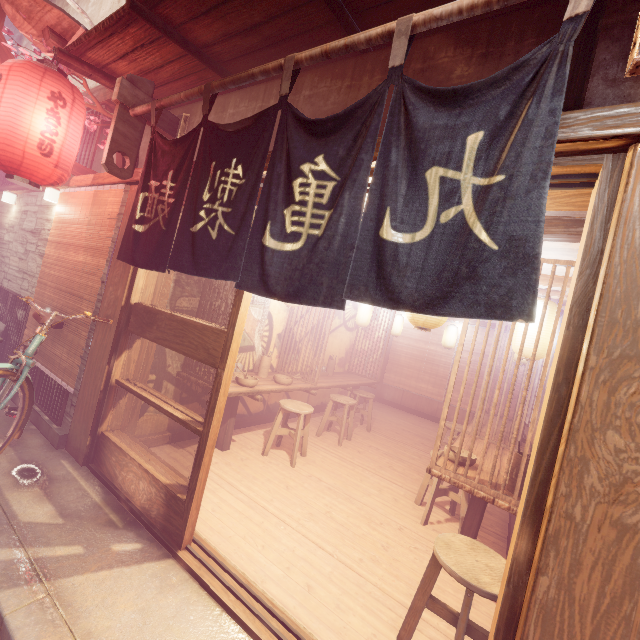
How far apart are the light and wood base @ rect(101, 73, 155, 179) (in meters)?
3.80

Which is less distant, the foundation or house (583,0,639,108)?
house (583,0,639,108)

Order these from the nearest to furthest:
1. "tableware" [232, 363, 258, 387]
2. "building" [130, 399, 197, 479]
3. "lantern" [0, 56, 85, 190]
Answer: "lantern" [0, 56, 85, 190], "building" [130, 399, 197, 479], "tableware" [232, 363, 258, 387]

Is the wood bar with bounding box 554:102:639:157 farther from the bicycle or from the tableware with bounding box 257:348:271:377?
the tableware with bounding box 257:348:271:377

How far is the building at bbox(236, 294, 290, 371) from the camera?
8.82m

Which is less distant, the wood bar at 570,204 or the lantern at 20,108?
the wood bar at 570,204

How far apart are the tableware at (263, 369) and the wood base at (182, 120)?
4.9m

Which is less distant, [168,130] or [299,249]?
[299,249]
